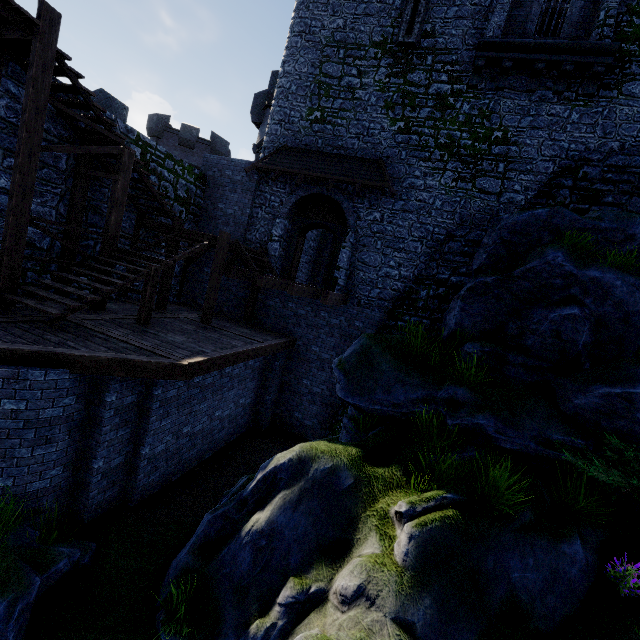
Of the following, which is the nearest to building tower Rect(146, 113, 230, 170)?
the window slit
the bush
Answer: the window slit

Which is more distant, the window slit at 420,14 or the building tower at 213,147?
the building tower at 213,147

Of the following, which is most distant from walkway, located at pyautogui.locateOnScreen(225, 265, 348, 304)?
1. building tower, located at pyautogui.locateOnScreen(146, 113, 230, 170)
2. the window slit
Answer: building tower, located at pyautogui.locateOnScreen(146, 113, 230, 170)

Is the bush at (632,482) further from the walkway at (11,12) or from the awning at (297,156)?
the walkway at (11,12)

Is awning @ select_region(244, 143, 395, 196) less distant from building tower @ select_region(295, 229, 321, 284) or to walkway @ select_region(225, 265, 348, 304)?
building tower @ select_region(295, 229, 321, 284)

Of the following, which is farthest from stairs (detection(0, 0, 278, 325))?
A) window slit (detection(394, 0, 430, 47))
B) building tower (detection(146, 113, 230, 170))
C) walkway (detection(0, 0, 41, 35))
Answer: building tower (detection(146, 113, 230, 170))

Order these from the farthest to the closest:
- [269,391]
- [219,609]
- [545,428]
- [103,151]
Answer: [269,391], [103,151], [545,428], [219,609]
